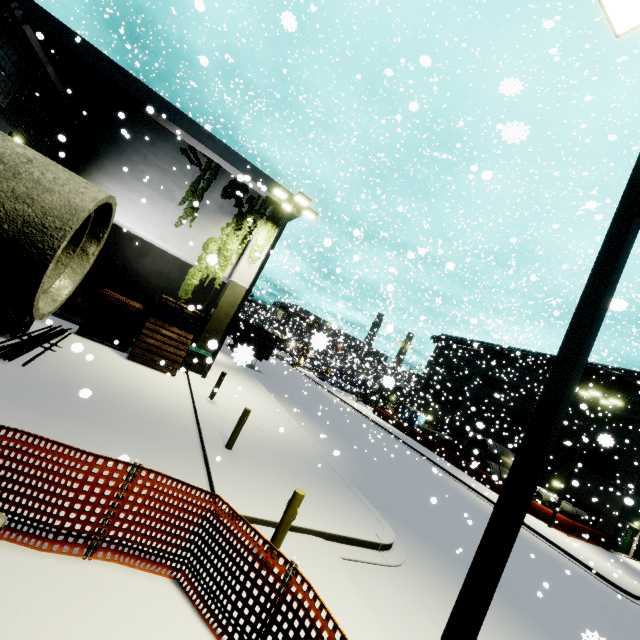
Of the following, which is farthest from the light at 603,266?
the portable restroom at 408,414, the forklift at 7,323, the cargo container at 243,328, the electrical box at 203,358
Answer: the portable restroom at 408,414

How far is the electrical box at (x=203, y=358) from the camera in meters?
15.0 m

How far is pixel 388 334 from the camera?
52.7 meters

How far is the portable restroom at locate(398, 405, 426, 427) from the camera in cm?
3916

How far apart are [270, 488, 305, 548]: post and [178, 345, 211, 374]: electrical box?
11.2 meters

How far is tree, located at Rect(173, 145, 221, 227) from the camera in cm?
1602

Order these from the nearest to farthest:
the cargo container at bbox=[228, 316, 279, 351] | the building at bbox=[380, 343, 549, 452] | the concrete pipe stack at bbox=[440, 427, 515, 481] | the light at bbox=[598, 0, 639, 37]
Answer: the light at bbox=[598, 0, 639, 37], the cargo container at bbox=[228, 316, 279, 351], the concrete pipe stack at bbox=[440, 427, 515, 481], the building at bbox=[380, 343, 549, 452]

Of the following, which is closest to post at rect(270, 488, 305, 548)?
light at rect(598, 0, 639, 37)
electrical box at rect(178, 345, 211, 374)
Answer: light at rect(598, 0, 639, 37)
